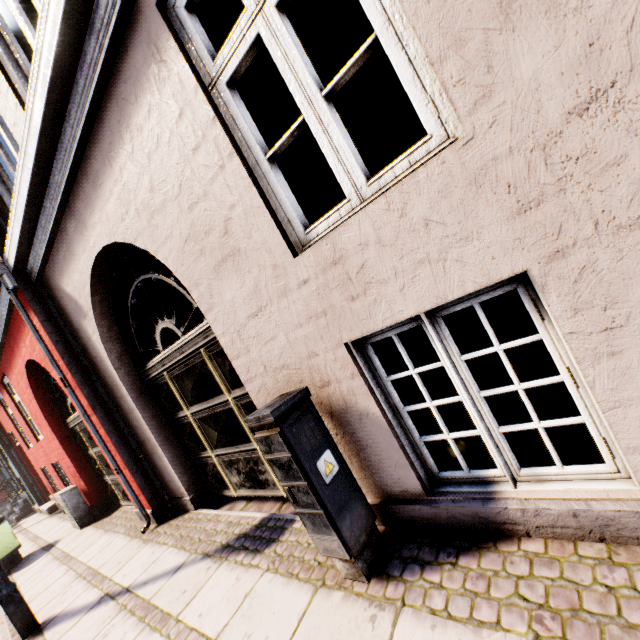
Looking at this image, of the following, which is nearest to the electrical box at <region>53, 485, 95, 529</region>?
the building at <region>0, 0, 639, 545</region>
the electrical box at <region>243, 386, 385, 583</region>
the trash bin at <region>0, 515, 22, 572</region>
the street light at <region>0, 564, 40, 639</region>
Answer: the building at <region>0, 0, 639, 545</region>

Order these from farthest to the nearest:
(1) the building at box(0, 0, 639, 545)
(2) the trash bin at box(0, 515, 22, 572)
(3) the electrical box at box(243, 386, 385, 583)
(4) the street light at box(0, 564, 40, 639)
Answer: (2) the trash bin at box(0, 515, 22, 572), (4) the street light at box(0, 564, 40, 639), (3) the electrical box at box(243, 386, 385, 583), (1) the building at box(0, 0, 639, 545)

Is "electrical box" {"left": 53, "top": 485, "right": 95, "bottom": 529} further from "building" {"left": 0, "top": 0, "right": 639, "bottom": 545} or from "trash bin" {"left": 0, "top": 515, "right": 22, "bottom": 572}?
"trash bin" {"left": 0, "top": 515, "right": 22, "bottom": 572}

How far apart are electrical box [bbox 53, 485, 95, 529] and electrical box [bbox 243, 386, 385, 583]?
7.1m

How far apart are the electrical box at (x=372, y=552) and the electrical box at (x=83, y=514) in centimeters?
714cm

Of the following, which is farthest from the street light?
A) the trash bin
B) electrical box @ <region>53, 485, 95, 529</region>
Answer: the trash bin

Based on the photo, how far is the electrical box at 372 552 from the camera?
2.00m

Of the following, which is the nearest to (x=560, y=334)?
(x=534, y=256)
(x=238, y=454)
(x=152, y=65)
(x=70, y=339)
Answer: (x=534, y=256)
